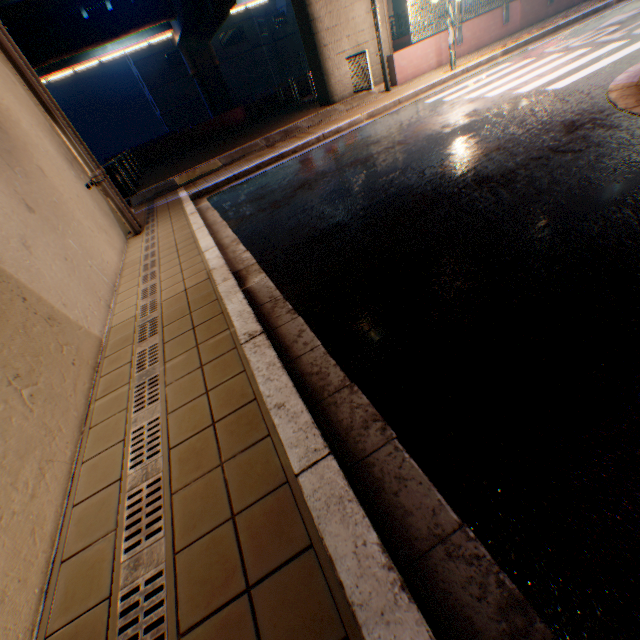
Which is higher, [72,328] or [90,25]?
[90,25]

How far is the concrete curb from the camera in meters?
10.5

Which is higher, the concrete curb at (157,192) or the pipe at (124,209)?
the pipe at (124,209)

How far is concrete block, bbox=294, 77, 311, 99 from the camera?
20.1 meters

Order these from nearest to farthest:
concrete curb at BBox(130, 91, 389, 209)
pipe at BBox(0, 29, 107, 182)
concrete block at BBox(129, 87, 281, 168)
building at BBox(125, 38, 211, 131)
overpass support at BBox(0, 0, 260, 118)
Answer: pipe at BBox(0, 29, 107, 182) → concrete curb at BBox(130, 91, 389, 209) → concrete block at BBox(129, 87, 281, 168) → overpass support at BBox(0, 0, 260, 118) → building at BBox(125, 38, 211, 131)

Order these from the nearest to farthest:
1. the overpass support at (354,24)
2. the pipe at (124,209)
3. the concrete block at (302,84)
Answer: the pipe at (124,209), the overpass support at (354,24), the concrete block at (302,84)

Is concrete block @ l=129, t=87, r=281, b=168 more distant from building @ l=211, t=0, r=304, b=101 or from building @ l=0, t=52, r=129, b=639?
building @ l=0, t=52, r=129, b=639

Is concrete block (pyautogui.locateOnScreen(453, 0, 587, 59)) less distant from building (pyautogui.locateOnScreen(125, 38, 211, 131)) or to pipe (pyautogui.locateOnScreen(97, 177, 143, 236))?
pipe (pyautogui.locateOnScreen(97, 177, 143, 236))
